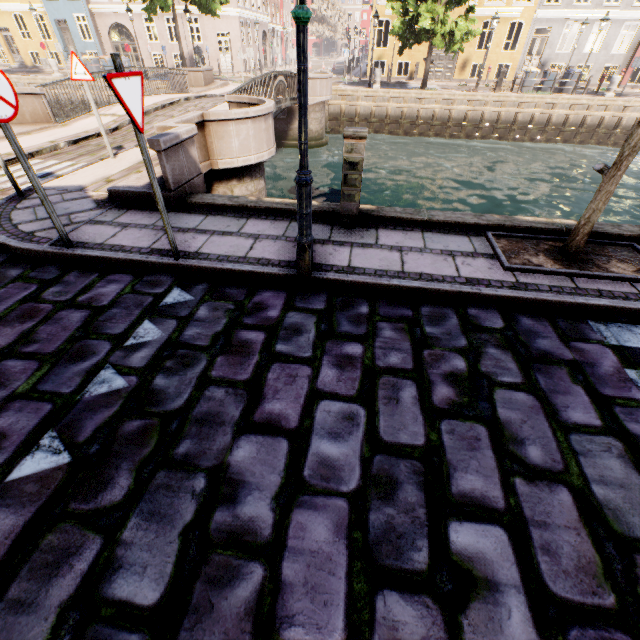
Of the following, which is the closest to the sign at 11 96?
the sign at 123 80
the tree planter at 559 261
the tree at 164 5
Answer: the sign at 123 80

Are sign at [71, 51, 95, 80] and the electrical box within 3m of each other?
no

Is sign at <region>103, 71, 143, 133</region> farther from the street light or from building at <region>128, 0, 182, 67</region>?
building at <region>128, 0, 182, 67</region>

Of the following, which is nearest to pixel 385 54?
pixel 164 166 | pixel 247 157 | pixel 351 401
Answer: pixel 247 157

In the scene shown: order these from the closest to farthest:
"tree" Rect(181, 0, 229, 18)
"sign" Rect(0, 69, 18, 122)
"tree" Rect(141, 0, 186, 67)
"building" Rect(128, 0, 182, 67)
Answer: "sign" Rect(0, 69, 18, 122)
"tree" Rect(141, 0, 186, 67)
"tree" Rect(181, 0, 229, 18)
"building" Rect(128, 0, 182, 67)

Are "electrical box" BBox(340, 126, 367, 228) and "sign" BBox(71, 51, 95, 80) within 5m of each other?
no

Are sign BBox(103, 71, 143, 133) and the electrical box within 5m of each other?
yes

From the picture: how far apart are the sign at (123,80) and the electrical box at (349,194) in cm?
217
